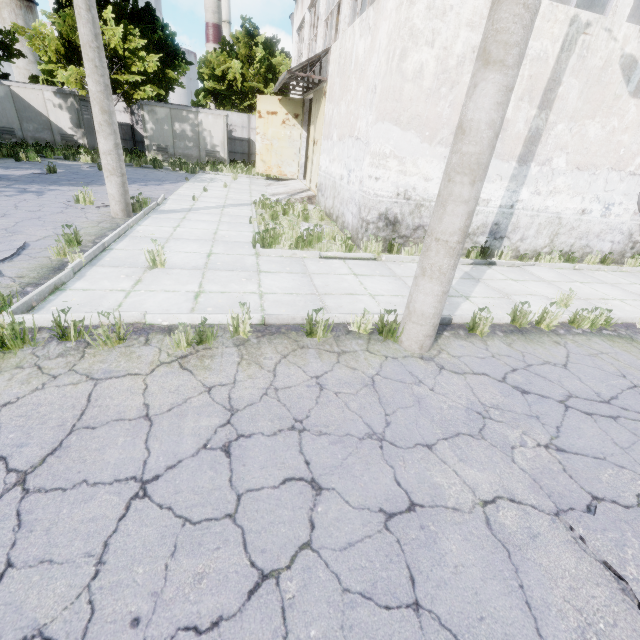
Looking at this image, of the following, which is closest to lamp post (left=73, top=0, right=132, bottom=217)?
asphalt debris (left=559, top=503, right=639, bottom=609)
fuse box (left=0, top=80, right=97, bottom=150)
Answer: asphalt debris (left=559, top=503, right=639, bottom=609)

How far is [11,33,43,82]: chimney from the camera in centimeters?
5188cm

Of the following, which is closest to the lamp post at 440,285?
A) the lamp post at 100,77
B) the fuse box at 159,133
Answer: the lamp post at 100,77

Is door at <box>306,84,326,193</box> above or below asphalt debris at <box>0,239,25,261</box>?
above

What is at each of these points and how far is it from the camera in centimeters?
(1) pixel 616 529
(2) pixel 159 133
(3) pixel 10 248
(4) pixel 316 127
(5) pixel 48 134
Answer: (1) asphalt debris, 243cm
(2) fuse box, 2192cm
(3) asphalt debris, 580cm
(4) door, 1356cm
(5) fuse box, 2080cm

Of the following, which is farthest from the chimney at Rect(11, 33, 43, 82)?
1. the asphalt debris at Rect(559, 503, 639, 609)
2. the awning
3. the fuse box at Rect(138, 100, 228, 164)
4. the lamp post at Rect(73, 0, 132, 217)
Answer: the asphalt debris at Rect(559, 503, 639, 609)

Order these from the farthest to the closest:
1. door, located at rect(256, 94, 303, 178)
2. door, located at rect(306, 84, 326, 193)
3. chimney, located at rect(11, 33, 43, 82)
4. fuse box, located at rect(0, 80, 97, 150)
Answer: chimney, located at rect(11, 33, 43, 82) → fuse box, located at rect(0, 80, 97, 150) → door, located at rect(256, 94, 303, 178) → door, located at rect(306, 84, 326, 193)

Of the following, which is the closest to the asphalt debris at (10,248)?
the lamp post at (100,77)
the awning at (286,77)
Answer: the lamp post at (100,77)
